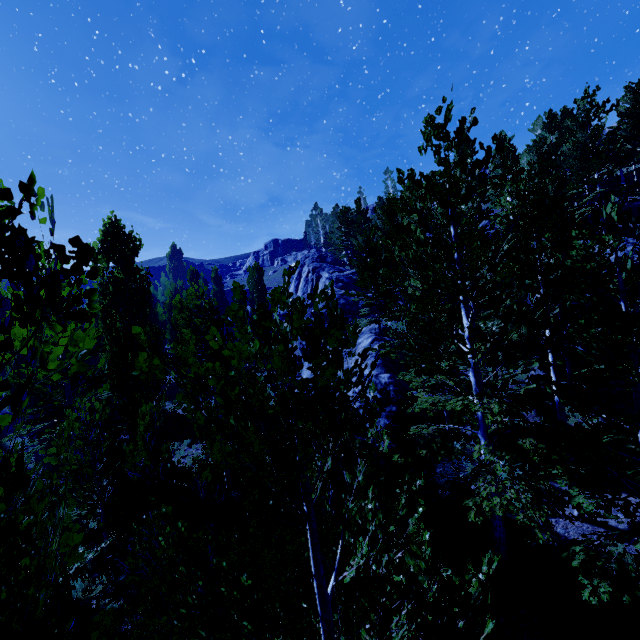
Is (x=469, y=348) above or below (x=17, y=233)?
below

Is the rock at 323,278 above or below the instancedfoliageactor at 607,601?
above

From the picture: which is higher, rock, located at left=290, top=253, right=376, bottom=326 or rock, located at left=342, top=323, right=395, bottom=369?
rock, located at left=290, top=253, right=376, bottom=326

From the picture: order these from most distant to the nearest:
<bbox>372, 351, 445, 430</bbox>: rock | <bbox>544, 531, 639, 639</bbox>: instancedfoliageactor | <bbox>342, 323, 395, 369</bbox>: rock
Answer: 1. <bbox>342, 323, 395, 369</bbox>: rock
2. <bbox>372, 351, 445, 430</bbox>: rock
3. <bbox>544, 531, 639, 639</bbox>: instancedfoliageactor

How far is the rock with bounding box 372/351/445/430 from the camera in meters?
14.1 m

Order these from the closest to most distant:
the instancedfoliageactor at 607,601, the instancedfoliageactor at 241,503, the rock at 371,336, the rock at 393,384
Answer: the instancedfoliageactor at 241,503
the instancedfoliageactor at 607,601
the rock at 393,384
the rock at 371,336
